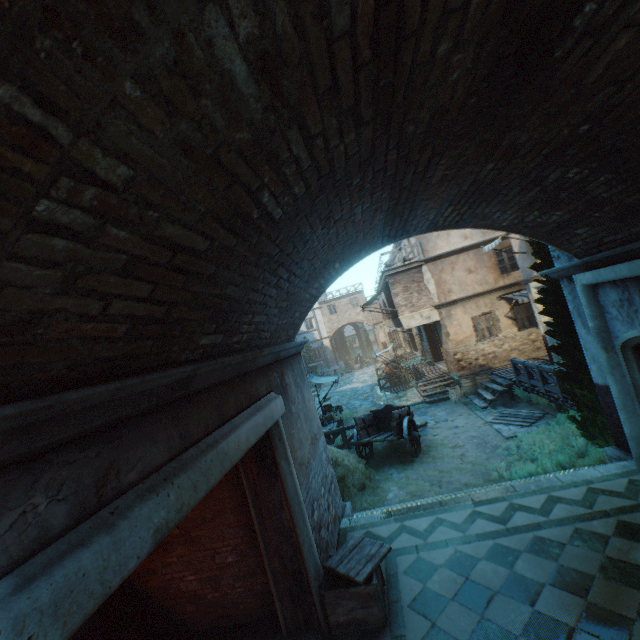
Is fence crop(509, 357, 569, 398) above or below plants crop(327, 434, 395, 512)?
above

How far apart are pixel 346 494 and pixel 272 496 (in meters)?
5.58

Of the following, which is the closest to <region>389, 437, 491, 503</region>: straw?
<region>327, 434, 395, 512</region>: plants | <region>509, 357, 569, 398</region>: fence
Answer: <region>327, 434, 395, 512</region>: plants

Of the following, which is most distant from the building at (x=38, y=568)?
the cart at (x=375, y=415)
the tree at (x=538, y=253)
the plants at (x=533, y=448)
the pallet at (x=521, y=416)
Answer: the cart at (x=375, y=415)

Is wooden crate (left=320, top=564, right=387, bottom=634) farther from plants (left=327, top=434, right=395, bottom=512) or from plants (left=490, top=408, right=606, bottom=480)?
plants (left=490, top=408, right=606, bottom=480)

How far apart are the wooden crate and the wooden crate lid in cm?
2

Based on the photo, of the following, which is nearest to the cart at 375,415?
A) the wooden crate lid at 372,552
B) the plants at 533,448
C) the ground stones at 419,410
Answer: the ground stones at 419,410

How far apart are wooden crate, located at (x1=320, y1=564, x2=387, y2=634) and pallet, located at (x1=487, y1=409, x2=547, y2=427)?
8.68m
